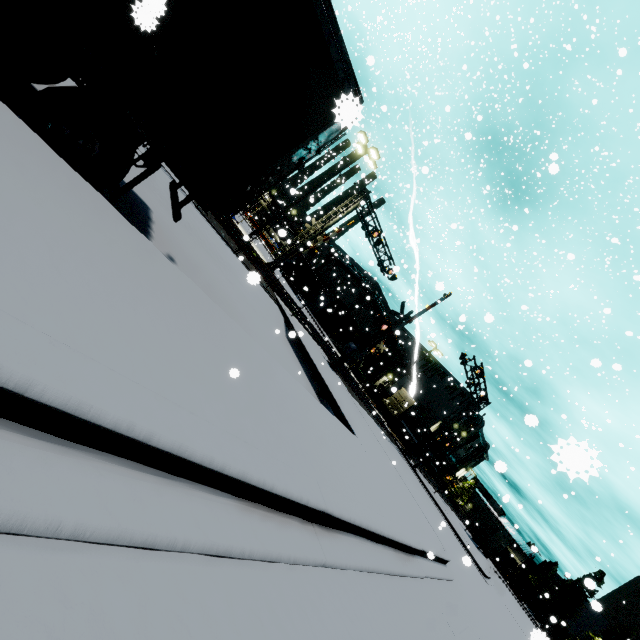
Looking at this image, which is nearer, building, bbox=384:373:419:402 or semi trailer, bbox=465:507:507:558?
semi trailer, bbox=465:507:507:558

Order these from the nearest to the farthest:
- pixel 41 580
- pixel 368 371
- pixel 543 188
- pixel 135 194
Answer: pixel 41 580 < pixel 135 194 < pixel 368 371 < pixel 543 188

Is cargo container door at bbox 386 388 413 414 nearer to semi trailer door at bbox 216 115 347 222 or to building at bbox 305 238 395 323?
building at bbox 305 238 395 323

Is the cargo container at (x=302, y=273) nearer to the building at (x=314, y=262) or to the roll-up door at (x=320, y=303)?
the building at (x=314, y=262)

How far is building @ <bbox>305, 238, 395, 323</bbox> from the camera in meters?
47.7

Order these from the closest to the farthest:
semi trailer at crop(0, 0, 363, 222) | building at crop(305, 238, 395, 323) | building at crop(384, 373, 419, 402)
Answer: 1. semi trailer at crop(0, 0, 363, 222)
2. building at crop(305, 238, 395, 323)
3. building at crop(384, 373, 419, 402)

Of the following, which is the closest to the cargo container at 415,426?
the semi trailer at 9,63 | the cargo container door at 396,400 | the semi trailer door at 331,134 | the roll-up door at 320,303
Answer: the cargo container door at 396,400
